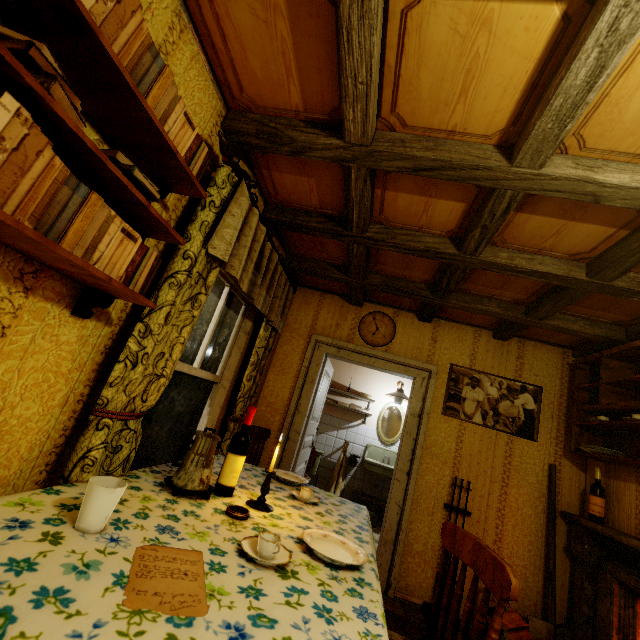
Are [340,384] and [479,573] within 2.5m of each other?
no

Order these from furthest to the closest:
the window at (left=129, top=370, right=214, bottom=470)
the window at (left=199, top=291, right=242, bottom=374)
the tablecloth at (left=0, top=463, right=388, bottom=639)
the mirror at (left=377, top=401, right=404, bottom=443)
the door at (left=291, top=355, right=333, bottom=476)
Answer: the mirror at (left=377, top=401, right=404, bottom=443) → the door at (left=291, top=355, right=333, bottom=476) → the window at (left=199, top=291, right=242, bottom=374) → the window at (left=129, top=370, right=214, bottom=470) → the tablecloth at (left=0, top=463, right=388, bottom=639)

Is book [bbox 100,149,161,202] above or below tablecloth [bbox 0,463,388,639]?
above

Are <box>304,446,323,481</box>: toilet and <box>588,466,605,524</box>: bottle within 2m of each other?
no

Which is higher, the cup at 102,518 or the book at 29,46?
the book at 29,46

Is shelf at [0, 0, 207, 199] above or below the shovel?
above

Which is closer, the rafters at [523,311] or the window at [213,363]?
the rafters at [523,311]

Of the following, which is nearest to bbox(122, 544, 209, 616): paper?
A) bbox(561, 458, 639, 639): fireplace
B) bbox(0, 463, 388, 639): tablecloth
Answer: bbox(0, 463, 388, 639): tablecloth
